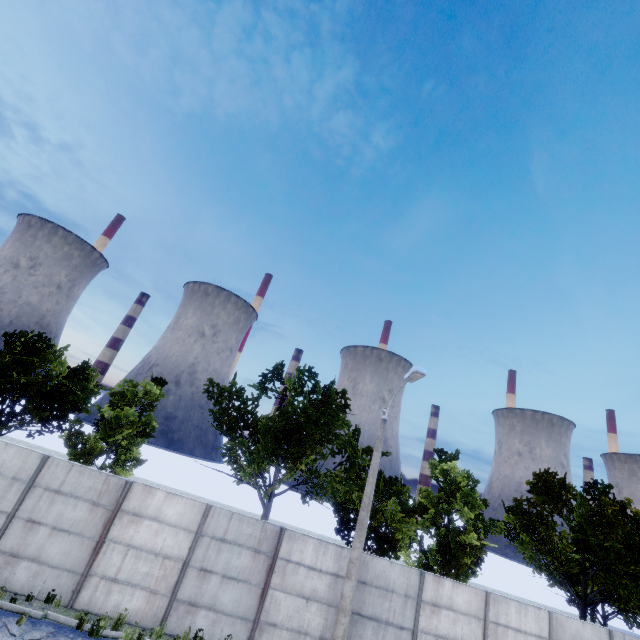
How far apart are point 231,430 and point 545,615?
16.4 meters
